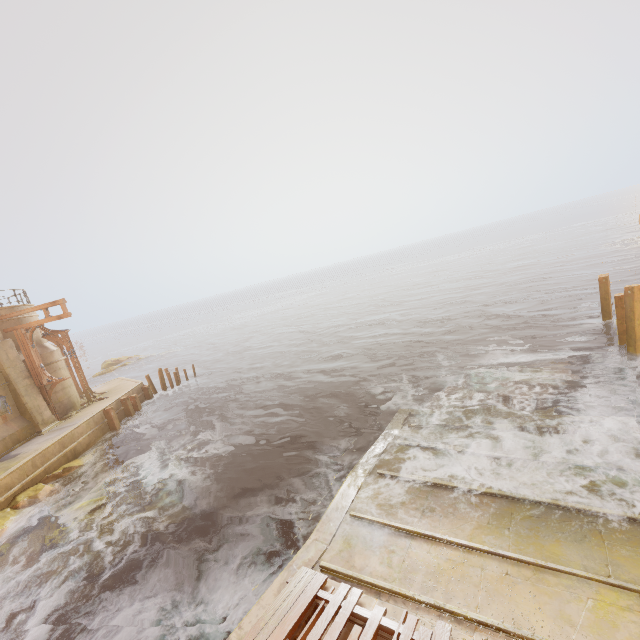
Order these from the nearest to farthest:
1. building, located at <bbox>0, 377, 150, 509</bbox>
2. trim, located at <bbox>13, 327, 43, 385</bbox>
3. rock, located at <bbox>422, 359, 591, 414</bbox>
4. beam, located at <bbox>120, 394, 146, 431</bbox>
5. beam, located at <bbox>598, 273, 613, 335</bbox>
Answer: rock, located at <bbox>422, 359, 591, 414</bbox> → building, located at <bbox>0, 377, 150, 509</bbox> → beam, located at <bbox>598, 273, 613, 335</bbox> → trim, located at <bbox>13, 327, 43, 385</bbox> → beam, located at <bbox>120, 394, 146, 431</bbox>

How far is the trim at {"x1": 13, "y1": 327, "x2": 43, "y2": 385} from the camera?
17.5m

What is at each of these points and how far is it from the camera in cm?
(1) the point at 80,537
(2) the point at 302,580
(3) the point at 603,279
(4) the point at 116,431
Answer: (1) rock, 1059
(2) wood, 640
(3) beam, 1574
(4) beam, 1898

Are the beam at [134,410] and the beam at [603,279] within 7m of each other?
no

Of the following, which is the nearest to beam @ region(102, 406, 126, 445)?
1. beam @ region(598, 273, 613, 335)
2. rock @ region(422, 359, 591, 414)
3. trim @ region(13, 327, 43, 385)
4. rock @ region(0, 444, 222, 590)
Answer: rock @ region(0, 444, 222, 590)

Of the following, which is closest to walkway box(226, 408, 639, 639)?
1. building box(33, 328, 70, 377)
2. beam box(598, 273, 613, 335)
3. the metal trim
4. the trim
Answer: the metal trim

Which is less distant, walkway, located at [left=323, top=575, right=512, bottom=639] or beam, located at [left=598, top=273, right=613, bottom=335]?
walkway, located at [left=323, top=575, right=512, bottom=639]

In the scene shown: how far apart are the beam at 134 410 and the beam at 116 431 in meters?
1.3 m
